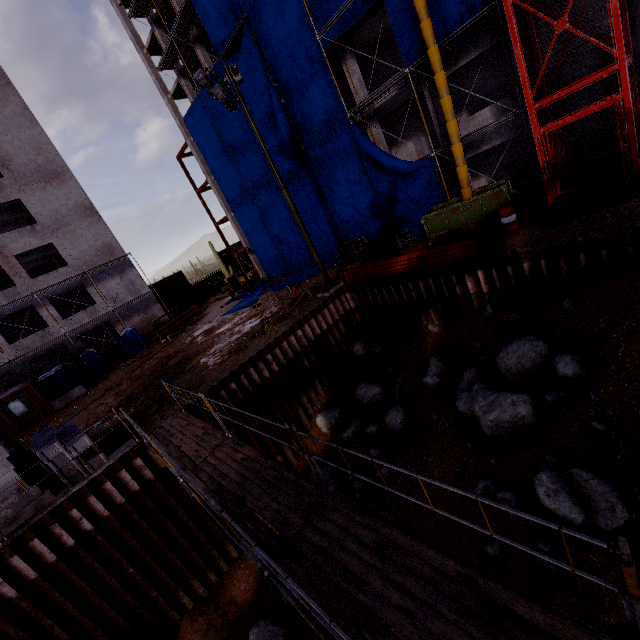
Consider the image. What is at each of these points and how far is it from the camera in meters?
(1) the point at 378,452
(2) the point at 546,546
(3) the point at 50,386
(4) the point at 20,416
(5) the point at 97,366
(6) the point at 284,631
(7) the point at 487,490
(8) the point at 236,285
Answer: (1) compgrassrocksplants, 12.7 m
(2) compgrassrocksplants, 6.4 m
(3) portable toilet, 23.9 m
(4) cargo container, 20.4 m
(5) portable toilet door, 27.4 m
(6) compgrassrocksplants, 9.9 m
(7) compgrassrocksplants, 8.1 m
(8) cabling winch, 33.2 m

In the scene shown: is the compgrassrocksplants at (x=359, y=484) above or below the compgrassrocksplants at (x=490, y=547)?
below

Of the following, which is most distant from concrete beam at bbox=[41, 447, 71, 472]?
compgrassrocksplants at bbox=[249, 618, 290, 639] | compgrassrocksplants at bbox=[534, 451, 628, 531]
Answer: compgrassrocksplants at bbox=[534, 451, 628, 531]

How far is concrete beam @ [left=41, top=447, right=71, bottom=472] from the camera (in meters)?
9.69

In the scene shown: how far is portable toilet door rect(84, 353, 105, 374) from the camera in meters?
27.0

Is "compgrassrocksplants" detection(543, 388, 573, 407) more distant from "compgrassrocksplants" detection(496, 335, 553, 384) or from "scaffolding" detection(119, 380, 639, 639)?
"scaffolding" detection(119, 380, 639, 639)

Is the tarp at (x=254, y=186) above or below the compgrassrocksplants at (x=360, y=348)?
above

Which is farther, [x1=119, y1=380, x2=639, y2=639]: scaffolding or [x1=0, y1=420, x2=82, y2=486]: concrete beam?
[x1=0, y1=420, x2=82, y2=486]: concrete beam
